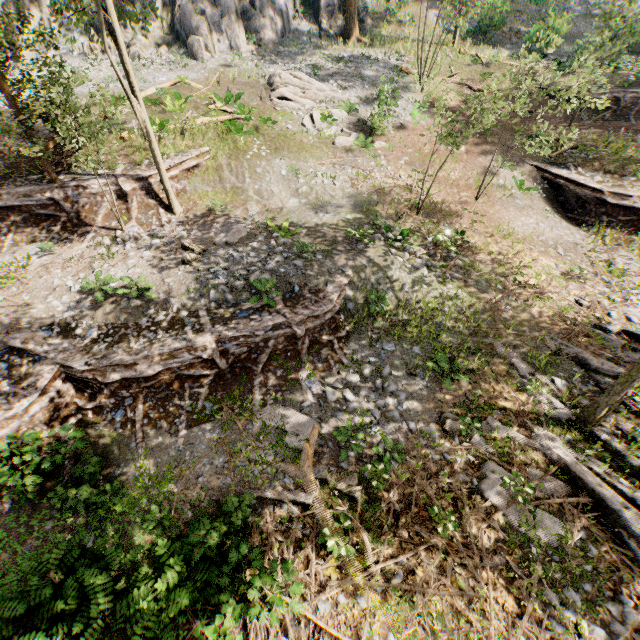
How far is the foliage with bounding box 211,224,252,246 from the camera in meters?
13.2 m

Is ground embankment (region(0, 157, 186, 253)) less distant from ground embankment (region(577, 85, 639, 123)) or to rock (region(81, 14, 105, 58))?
rock (region(81, 14, 105, 58))

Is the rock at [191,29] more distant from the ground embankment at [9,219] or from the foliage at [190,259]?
the ground embankment at [9,219]

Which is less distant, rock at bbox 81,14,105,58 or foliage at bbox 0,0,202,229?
foliage at bbox 0,0,202,229

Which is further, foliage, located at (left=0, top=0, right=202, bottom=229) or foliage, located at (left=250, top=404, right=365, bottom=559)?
foliage, located at (left=0, top=0, right=202, bottom=229)

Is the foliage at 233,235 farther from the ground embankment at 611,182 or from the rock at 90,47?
the ground embankment at 611,182

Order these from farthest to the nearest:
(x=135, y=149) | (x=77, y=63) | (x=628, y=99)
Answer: (x=77, y=63) → (x=628, y=99) → (x=135, y=149)
